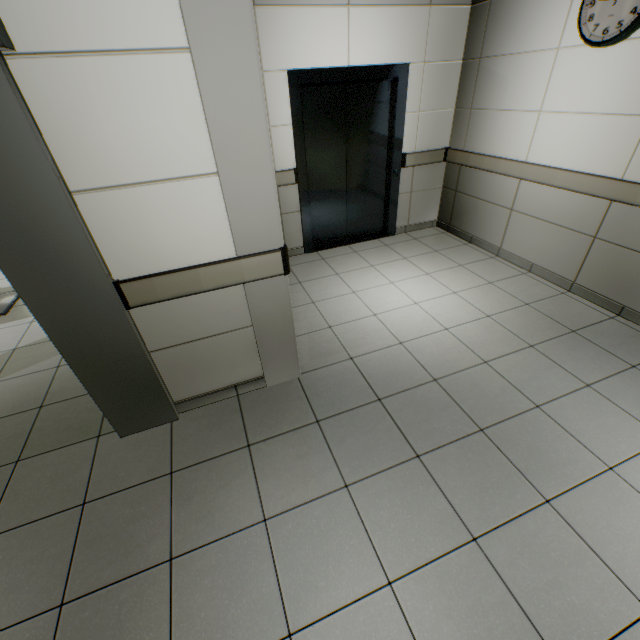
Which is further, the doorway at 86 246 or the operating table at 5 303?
the operating table at 5 303

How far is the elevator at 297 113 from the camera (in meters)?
3.55

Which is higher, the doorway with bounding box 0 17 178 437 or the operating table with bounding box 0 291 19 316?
the doorway with bounding box 0 17 178 437

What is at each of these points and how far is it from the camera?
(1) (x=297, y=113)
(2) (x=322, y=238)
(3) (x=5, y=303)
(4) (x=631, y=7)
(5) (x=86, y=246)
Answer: (1) elevator, 3.7m
(2) elevator door, 4.8m
(3) operating table, 3.9m
(4) clock, 2.4m
(5) doorway, 1.6m

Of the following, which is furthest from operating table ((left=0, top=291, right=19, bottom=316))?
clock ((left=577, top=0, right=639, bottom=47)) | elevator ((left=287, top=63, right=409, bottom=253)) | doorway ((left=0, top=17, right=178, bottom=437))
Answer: clock ((left=577, top=0, right=639, bottom=47))

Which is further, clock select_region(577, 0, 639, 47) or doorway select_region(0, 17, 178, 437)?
clock select_region(577, 0, 639, 47)

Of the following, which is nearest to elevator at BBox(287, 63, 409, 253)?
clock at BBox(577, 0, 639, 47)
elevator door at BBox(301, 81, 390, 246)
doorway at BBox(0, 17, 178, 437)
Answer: elevator door at BBox(301, 81, 390, 246)
